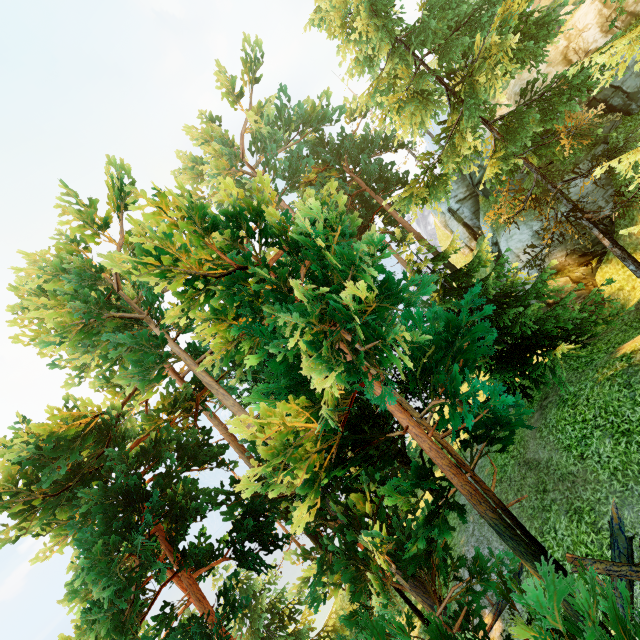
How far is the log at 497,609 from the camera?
9.9m

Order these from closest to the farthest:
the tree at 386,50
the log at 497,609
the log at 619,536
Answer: the tree at 386,50 < the log at 619,536 < the log at 497,609

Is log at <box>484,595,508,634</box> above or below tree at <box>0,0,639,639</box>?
below

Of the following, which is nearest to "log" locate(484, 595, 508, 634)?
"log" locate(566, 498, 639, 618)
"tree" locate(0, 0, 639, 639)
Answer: "tree" locate(0, 0, 639, 639)

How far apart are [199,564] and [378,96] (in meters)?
21.94

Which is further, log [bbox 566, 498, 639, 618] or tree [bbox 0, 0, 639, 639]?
log [bbox 566, 498, 639, 618]

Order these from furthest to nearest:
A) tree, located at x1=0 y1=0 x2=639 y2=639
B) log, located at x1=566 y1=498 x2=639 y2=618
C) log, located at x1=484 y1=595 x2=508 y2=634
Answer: log, located at x1=484 y1=595 x2=508 y2=634, log, located at x1=566 y1=498 x2=639 y2=618, tree, located at x1=0 y1=0 x2=639 y2=639
